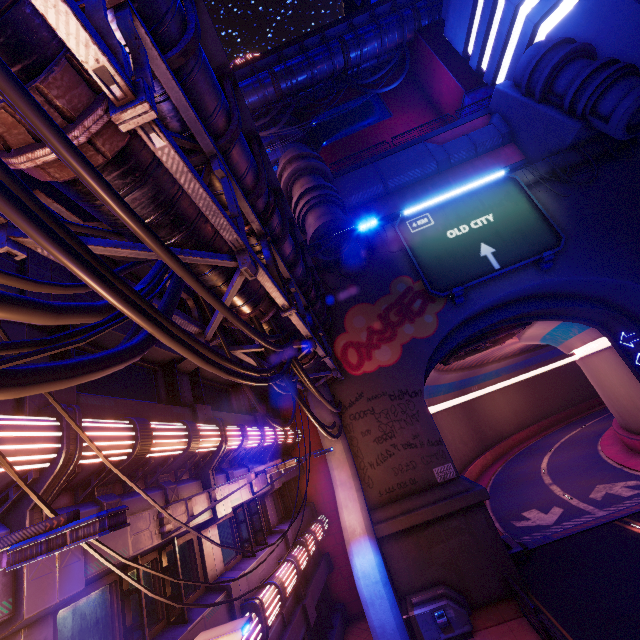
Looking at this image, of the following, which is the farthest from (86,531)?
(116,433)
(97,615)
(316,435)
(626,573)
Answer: (626,573)

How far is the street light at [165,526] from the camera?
6.65m

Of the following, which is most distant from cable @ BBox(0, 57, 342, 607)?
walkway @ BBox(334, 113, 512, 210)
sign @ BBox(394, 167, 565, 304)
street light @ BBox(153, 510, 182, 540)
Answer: walkway @ BBox(334, 113, 512, 210)

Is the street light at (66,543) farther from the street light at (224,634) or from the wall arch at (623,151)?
the wall arch at (623,151)

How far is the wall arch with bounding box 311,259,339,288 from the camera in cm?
1956

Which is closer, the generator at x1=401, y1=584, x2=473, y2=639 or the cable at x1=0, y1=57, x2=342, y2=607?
the cable at x1=0, y1=57, x2=342, y2=607

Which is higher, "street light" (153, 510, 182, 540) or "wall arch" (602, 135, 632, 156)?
"wall arch" (602, 135, 632, 156)

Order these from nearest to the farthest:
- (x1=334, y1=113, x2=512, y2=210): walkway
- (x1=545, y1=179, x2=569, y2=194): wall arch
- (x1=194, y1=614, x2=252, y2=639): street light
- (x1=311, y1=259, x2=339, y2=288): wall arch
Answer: (x1=194, y1=614, x2=252, y2=639): street light
(x1=545, y1=179, x2=569, y2=194): wall arch
(x1=311, y1=259, x2=339, y2=288): wall arch
(x1=334, y1=113, x2=512, y2=210): walkway
